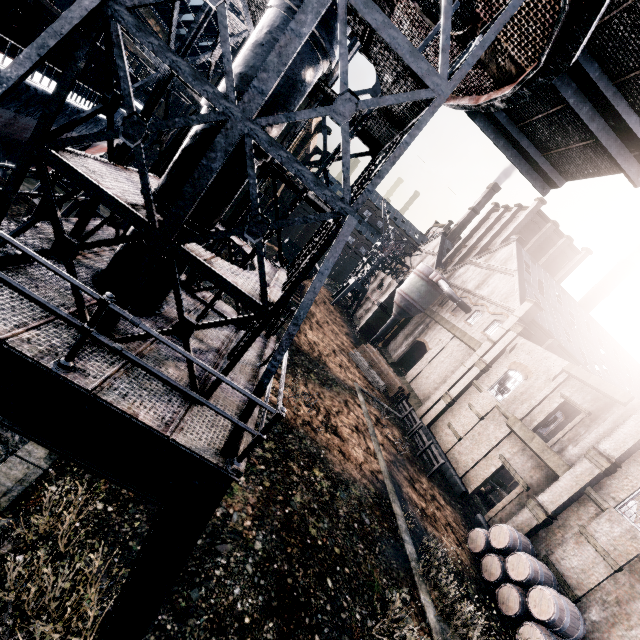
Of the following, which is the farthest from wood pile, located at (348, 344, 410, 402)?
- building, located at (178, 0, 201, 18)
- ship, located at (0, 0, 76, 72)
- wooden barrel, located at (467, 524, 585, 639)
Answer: ship, located at (0, 0, 76, 72)

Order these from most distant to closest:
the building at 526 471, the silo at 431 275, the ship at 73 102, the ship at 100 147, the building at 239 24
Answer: the building at 239 24, the silo at 431 275, the ship at 100 147, the ship at 73 102, the building at 526 471

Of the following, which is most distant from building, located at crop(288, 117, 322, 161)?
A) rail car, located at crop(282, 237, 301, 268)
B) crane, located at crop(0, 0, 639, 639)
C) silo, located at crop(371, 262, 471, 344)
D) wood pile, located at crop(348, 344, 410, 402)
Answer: crane, located at crop(0, 0, 639, 639)

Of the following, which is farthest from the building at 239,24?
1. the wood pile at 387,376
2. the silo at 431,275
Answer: the wood pile at 387,376

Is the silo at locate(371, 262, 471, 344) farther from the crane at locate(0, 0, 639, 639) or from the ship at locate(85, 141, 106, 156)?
the ship at locate(85, 141, 106, 156)

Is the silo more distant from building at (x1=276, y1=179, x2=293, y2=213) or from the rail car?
the rail car

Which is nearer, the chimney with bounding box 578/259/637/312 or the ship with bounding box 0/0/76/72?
the ship with bounding box 0/0/76/72

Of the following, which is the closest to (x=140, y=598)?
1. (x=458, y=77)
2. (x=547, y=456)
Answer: (x=458, y=77)
